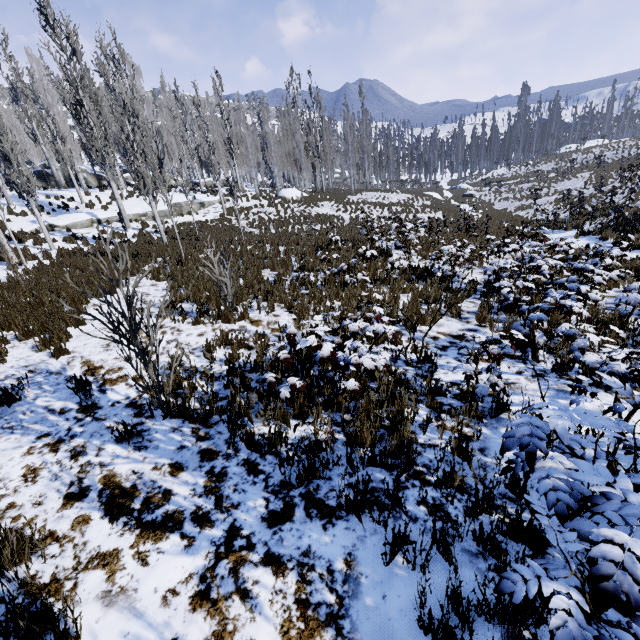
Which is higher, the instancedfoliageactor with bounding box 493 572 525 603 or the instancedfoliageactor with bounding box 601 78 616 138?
the instancedfoliageactor with bounding box 601 78 616 138

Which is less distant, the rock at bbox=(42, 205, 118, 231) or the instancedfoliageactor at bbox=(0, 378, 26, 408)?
the instancedfoliageactor at bbox=(0, 378, 26, 408)

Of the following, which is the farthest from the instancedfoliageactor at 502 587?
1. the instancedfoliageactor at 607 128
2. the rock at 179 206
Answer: the instancedfoliageactor at 607 128

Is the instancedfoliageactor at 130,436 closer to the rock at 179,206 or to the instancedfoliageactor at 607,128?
the rock at 179,206

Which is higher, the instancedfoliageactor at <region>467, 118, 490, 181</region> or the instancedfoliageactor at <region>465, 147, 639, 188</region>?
the instancedfoliageactor at <region>467, 118, 490, 181</region>

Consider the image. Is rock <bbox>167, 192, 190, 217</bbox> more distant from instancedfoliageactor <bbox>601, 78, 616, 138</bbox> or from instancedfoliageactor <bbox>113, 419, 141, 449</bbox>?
instancedfoliageactor <bbox>601, 78, 616, 138</bbox>

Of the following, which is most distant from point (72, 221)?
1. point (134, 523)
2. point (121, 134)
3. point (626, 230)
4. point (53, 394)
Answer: point (626, 230)

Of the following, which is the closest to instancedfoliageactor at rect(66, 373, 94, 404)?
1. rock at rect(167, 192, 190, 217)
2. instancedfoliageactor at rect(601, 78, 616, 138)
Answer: rock at rect(167, 192, 190, 217)
